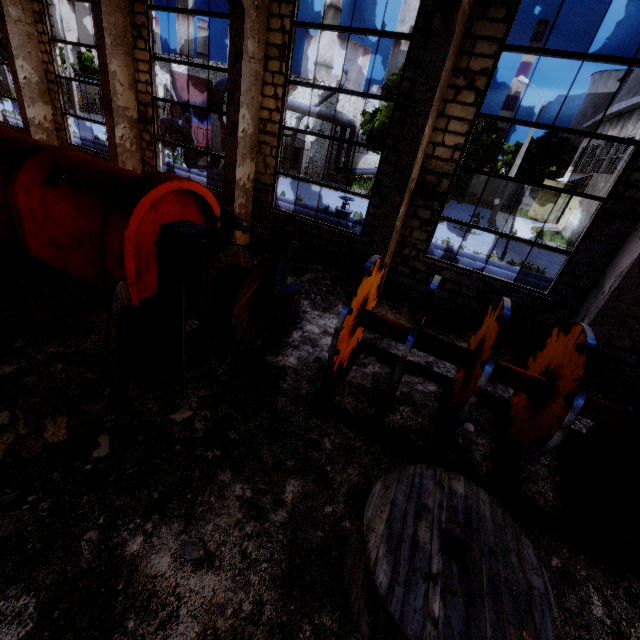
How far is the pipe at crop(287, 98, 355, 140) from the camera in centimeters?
2028cm

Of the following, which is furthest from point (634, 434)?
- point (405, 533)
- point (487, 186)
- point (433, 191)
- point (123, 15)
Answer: point (487, 186)

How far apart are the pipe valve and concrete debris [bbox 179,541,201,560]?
11.5 meters

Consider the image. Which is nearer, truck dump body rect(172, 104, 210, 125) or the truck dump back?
the truck dump back

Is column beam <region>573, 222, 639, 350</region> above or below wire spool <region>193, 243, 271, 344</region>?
above

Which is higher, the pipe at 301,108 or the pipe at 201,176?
the pipe at 301,108

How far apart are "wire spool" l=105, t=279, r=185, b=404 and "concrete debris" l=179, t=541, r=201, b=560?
1.6 meters

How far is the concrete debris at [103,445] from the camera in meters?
3.6 m
